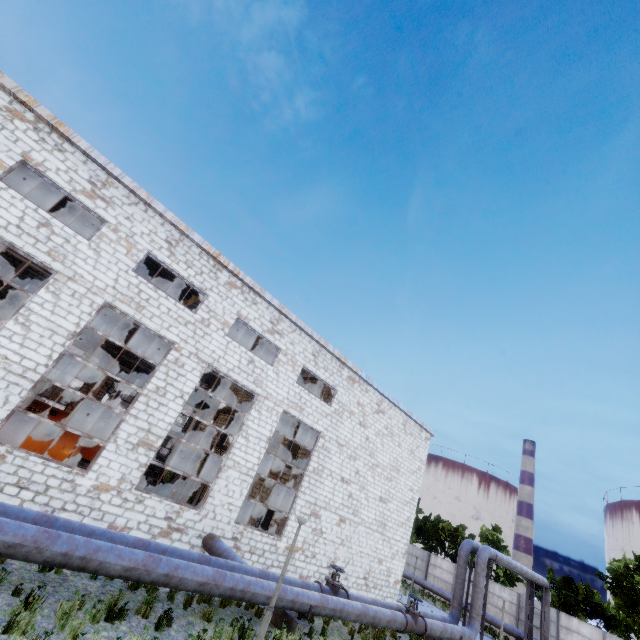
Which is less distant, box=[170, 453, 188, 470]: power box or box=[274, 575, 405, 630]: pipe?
box=[274, 575, 405, 630]: pipe

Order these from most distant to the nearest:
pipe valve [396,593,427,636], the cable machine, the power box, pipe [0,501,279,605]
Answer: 1. the power box
2. pipe valve [396,593,427,636]
3. the cable machine
4. pipe [0,501,279,605]

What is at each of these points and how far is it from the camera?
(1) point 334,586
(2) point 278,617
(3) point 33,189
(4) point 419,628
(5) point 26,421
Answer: (1) pipe valve, 12.47m
(2) pipe holder, 10.61m
(3) column beam, 14.82m
(4) pipe valve, 13.81m
(5) cable machine, 12.09m

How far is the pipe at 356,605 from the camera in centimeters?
1008cm

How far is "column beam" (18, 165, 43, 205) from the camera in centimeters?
1338cm

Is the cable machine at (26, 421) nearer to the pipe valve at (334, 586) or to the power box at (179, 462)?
the pipe valve at (334, 586)

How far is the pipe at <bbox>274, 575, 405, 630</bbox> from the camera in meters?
10.1 m

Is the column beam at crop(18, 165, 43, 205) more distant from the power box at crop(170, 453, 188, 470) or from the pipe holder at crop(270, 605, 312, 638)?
the power box at crop(170, 453, 188, 470)
